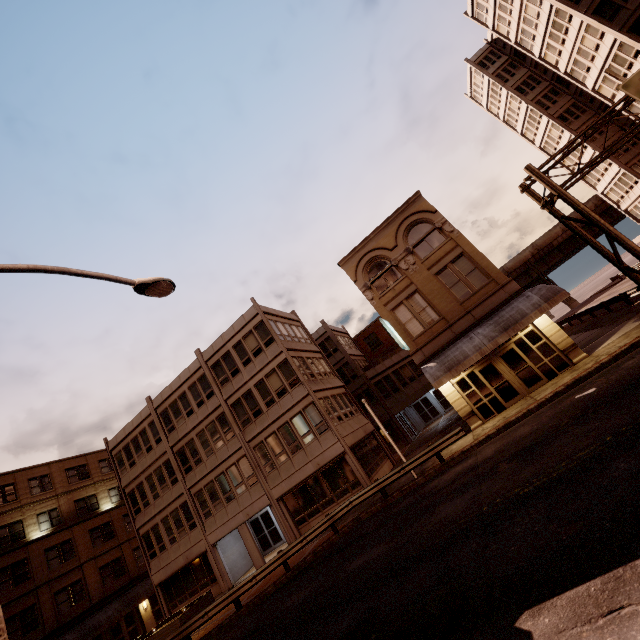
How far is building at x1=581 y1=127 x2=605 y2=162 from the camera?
40.8m

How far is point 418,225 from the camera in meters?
20.8 m

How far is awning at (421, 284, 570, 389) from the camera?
16.2m

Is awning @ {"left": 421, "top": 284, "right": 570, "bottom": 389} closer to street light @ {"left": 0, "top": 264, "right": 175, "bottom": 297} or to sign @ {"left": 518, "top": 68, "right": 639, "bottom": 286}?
sign @ {"left": 518, "top": 68, "right": 639, "bottom": 286}

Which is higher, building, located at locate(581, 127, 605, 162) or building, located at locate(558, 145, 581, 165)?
building, located at locate(558, 145, 581, 165)

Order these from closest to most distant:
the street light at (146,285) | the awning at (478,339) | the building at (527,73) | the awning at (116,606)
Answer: the street light at (146,285) < the awning at (478,339) < the awning at (116,606) < the building at (527,73)

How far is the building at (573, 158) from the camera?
43.7m

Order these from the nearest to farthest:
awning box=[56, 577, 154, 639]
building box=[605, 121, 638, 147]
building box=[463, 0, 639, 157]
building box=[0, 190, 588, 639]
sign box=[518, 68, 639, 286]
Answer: sign box=[518, 68, 639, 286] < building box=[0, 190, 588, 639] < awning box=[56, 577, 154, 639] < building box=[463, 0, 639, 157] < building box=[605, 121, 638, 147]
